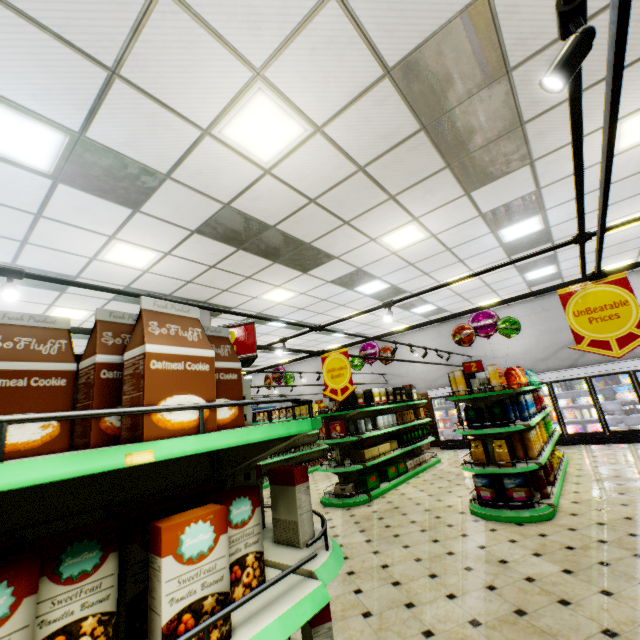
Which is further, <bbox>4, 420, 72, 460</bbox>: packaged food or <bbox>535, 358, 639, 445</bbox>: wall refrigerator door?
<bbox>535, 358, 639, 445</bbox>: wall refrigerator door

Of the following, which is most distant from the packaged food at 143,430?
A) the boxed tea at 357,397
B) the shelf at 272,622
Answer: the boxed tea at 357,397

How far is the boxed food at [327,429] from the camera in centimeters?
729cm

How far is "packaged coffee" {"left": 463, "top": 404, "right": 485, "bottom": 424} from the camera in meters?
5.4 m

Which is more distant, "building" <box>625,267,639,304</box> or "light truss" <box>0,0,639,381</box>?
"building" <box>625,267,639,304</box>

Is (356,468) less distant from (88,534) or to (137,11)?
(88,534)

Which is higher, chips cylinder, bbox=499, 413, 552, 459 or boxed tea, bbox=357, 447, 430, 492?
chips cylinder, bbox=499, 413, 552, 459

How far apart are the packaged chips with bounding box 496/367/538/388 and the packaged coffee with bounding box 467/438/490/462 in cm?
166
